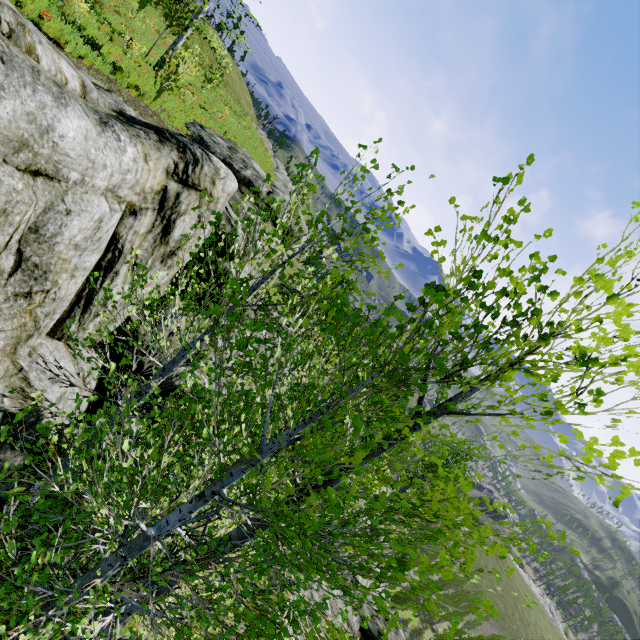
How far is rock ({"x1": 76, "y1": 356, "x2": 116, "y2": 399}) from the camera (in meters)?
7.98

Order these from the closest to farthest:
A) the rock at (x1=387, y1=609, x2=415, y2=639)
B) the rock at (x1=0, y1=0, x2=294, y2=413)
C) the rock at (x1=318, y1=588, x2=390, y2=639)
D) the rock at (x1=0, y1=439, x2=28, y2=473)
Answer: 1. the rock at (x1=0, y1=0, x2=294, y2=413)
2. the rock at (x1=0, y1=439, x2=28, y2=473)
3. the rock at (x1=318, y1=588, x2=390, y2=639)
4. the rock at (x1=387, y1=609, x2=415, y2=639)

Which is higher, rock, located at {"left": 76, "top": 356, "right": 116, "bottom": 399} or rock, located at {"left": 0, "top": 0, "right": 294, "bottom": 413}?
rock, located at {"left": 0, "top": 0, "right": 294, "bottom": 413}

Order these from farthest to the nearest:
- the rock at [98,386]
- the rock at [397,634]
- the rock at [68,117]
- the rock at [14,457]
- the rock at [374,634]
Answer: the rock at [397,634] < the rock at [374,634] < the rock at [98,386] < the rock at [14,457] < the rock at [68,117]

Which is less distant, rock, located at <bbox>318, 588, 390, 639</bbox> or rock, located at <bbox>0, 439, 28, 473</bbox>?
rock, located at <bbox>0, 439, 28, 473</bbox>

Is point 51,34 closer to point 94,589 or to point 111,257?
point 111,257

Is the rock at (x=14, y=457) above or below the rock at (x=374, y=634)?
above
